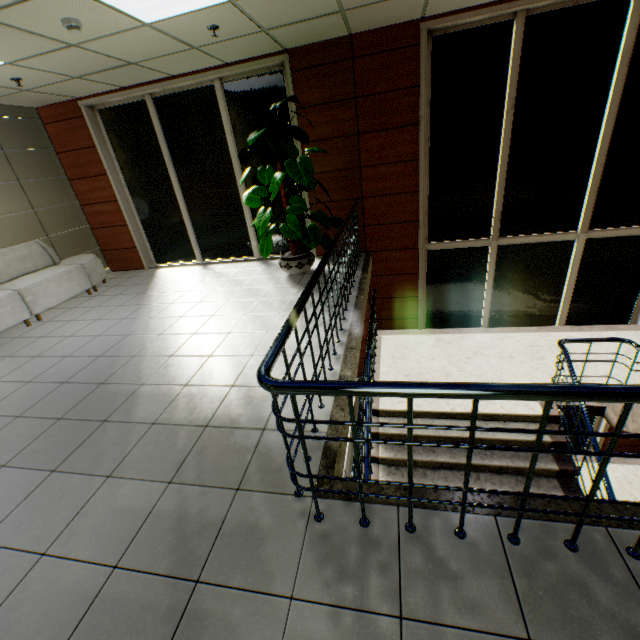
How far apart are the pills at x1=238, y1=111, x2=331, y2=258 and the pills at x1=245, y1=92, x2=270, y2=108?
0.24m

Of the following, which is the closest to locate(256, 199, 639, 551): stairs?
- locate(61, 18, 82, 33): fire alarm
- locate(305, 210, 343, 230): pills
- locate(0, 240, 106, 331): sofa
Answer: locate(305, 210, 343, 230): pills

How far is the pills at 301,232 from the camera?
4.44m

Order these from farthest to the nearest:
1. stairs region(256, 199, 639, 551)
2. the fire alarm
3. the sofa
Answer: the sofa
the fire alarm
stairs region(256, 199, 639, 551)

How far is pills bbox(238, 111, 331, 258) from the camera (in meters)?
4.44

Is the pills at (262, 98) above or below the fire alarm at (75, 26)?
below

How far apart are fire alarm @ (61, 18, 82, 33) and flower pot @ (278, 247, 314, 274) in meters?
3.4

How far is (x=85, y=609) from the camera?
1.6 meters
